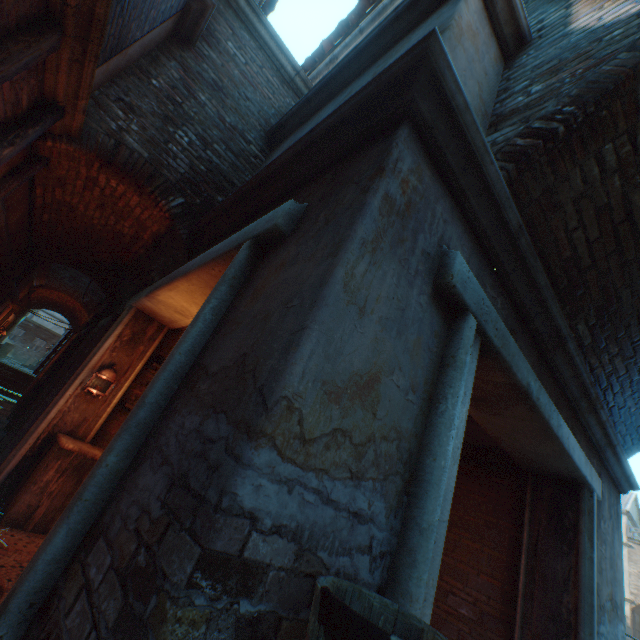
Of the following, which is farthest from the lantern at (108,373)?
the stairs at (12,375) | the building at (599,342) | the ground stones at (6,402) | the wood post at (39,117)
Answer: the stairs at (12,375)

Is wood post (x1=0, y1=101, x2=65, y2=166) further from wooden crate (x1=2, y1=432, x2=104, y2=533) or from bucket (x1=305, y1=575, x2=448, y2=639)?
bucket (x1=305, y1=575, x2=448, y2=639)

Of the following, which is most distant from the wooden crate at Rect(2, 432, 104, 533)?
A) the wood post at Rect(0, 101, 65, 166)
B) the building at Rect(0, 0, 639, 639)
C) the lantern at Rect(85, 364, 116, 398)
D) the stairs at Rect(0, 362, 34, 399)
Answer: the stairs at Rect(0, 362, 34, 399)

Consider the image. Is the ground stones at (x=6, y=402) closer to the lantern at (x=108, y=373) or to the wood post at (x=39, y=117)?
the wood post at (x=39, y=117)

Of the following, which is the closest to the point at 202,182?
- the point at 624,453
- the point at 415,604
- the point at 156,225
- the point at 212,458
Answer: the point at 156,225

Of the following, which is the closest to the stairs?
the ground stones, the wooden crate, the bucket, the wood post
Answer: the ground stones

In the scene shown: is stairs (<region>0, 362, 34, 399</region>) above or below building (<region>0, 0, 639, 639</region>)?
below

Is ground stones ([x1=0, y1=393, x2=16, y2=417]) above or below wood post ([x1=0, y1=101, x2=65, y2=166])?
below
